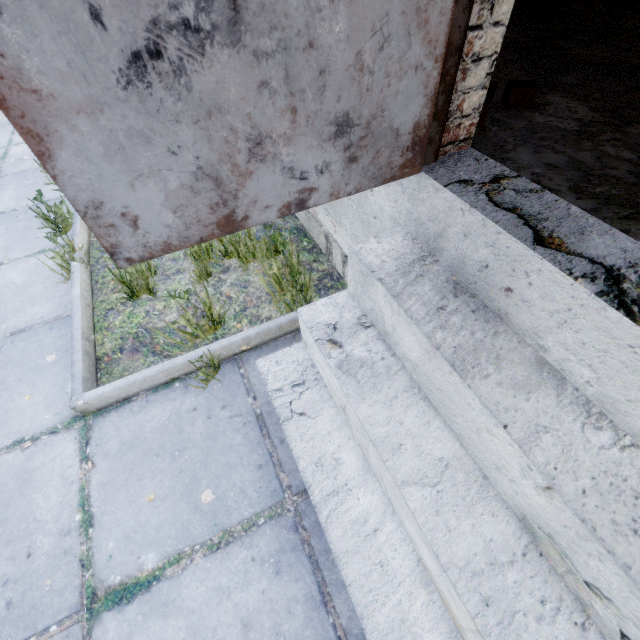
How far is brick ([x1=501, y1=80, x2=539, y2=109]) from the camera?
1.56m

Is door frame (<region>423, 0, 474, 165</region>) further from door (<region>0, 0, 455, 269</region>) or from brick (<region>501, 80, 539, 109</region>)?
brick (<region>501, 80, 539, 109</region>)

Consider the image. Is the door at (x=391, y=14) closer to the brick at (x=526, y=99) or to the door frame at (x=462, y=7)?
the door frame at (x=462, y=7)

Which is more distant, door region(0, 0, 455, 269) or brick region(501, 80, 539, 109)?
brick region(501, 80, 539, 109)

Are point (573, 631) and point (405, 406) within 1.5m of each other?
yes

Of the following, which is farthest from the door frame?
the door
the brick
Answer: the brick
